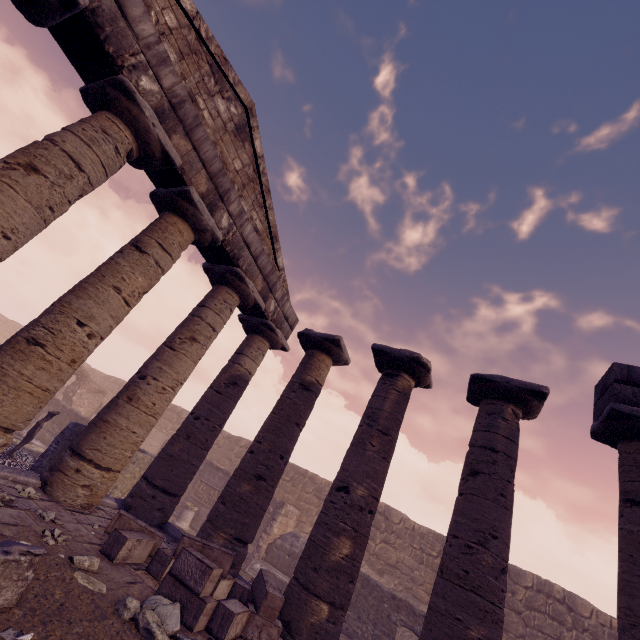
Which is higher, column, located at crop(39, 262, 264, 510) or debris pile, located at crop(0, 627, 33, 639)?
column, located at crop(39, 262, 264, 510)

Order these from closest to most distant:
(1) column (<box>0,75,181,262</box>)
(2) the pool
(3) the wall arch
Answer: (1) column (<box>0,75,181,262</box>)
(2) the pool
(3) the wall arch

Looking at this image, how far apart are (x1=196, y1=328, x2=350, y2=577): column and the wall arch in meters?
17.6

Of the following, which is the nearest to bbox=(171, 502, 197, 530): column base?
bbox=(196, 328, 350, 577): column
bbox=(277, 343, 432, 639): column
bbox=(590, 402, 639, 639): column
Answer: bbox=(196, 328, 350, 577): column

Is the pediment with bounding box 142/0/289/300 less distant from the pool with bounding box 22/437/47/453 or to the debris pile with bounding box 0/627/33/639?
the debris pile with bounding box 0/627/33/639

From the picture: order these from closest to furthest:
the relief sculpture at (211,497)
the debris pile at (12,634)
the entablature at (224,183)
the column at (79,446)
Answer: the debris pile at (12,634), the entablature at (224,183), the column at (79,446), the relief sculpture at (211,497)

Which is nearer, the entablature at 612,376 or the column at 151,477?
the entablature at 612,376

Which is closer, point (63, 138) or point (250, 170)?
point (63, 138)
